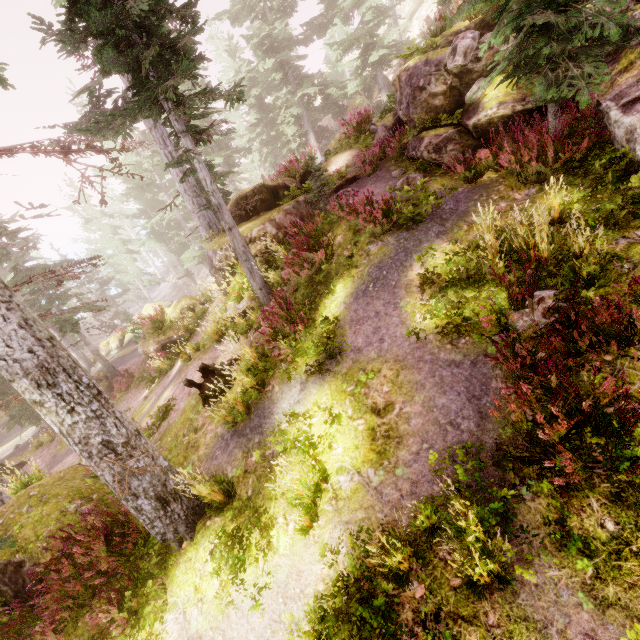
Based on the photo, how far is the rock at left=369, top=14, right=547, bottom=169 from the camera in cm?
768

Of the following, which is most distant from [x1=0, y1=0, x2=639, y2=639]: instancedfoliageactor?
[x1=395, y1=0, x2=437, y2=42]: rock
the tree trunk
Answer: the tree trunk

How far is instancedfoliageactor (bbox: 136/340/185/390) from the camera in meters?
14.4 m

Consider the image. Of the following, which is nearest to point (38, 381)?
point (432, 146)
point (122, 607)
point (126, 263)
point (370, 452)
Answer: point (122, 607)

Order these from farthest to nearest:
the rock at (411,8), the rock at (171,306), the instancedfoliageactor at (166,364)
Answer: the rock at (411,8) < the rock at (171,306) < the instancedfoliageactor at (166,364)

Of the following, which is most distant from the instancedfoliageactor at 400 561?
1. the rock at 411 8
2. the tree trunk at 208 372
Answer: the tree trunk at 208 372

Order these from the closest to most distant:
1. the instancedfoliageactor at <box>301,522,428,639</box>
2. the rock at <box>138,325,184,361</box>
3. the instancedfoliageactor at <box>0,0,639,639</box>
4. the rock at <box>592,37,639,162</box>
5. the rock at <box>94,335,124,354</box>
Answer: the instancedfoliageactor at <box>301,522,428,639</box>, the instancedfoliageactor at <box>0,0,639,639</box>, the rock at <box>592,37,639,162</box>, the rock at <box>138,325,184,361</box>, the rock at <box>94,335,124,354</box>
